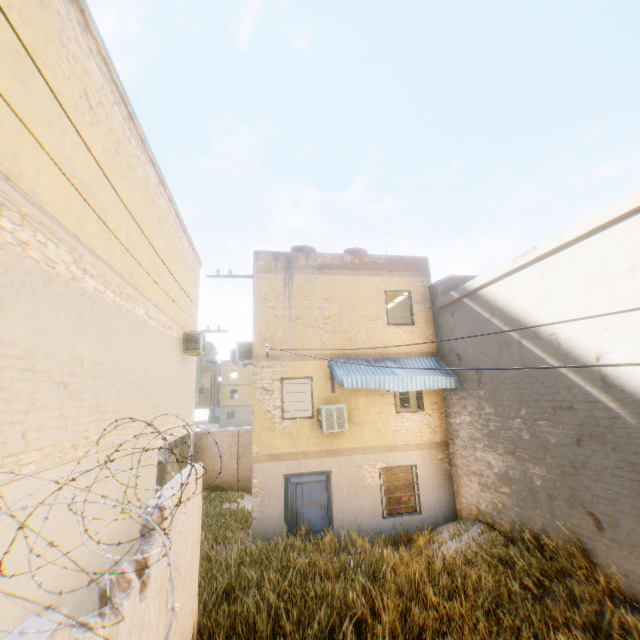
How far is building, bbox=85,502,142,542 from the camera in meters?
5.9

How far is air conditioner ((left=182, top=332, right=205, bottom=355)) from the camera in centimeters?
1258cm

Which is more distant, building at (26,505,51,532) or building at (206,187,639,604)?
building at (206,187,639,604)

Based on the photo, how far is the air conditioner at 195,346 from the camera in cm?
1258

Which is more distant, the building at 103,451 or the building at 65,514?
the building at 103,451

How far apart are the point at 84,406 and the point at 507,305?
9.9 meters
